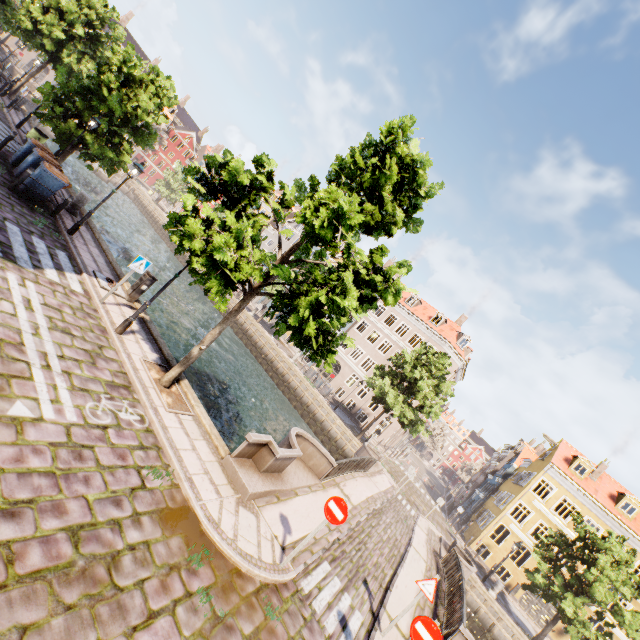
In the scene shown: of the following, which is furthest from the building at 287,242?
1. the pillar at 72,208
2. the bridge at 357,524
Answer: the pillar at 72,208

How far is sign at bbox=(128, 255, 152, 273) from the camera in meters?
9.6

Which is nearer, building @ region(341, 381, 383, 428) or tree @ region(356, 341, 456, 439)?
tree @ region(356, 341, 456, 439)

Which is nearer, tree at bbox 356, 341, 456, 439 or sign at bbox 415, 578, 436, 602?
sign at bbox 415, 578, 436, 602

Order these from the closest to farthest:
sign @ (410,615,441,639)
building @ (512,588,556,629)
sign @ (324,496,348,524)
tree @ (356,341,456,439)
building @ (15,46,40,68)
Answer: sign @ (410,615,441,639) < sign @ (324,496,348,524) < tree @ (356,341,456,439) < building @ (512,588,556,629) < building @ (15,46,40,68)

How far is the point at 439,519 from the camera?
29.83m

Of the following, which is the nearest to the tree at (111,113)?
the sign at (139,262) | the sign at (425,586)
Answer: the sign at (139,262)

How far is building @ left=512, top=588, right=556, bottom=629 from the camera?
26.3 meters
